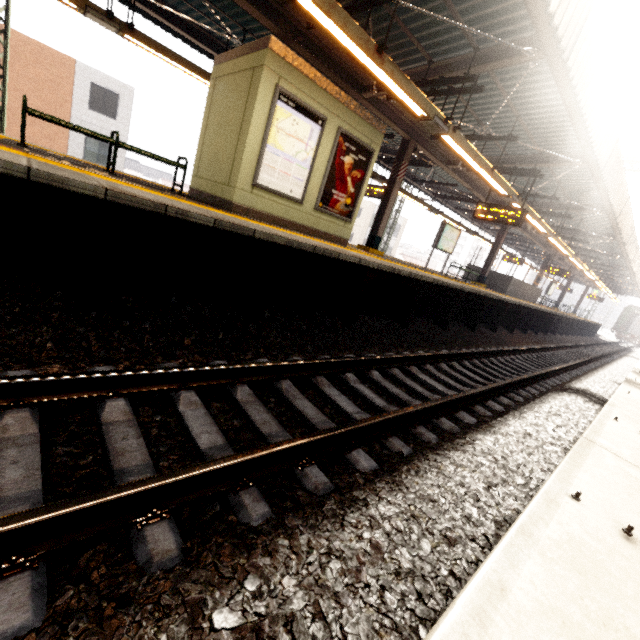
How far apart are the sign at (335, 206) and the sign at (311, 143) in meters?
0.3 m

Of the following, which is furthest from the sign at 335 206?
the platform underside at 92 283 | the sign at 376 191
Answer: the sign at 376 191

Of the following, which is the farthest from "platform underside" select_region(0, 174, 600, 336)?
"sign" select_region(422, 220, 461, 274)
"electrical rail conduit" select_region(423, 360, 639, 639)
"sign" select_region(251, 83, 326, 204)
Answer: "electrical rail conduit" select_region(423, 360, 639, 639)

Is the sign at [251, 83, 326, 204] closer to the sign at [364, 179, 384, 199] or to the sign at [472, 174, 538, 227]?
the sign at [472, 174, 538, 227]

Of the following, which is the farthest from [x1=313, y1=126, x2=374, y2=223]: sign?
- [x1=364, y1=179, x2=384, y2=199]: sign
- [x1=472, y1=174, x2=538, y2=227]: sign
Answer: [x1=364, y1=179, x2=384, y2=199]: sign

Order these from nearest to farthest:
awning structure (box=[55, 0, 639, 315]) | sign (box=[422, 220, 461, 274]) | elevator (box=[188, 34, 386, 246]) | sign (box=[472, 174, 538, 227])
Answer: awning structure (box=[55, 0, 639, 315]), elevator (box=[188, 34, 386, 246]), sign (box=[472, 174, 538, 227]), sign (box=[422, 220, 461, 274])

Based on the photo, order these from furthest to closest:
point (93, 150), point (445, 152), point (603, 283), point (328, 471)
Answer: point (603, 283)
point (93, 150)
point (445, 152)
point (328, 471)

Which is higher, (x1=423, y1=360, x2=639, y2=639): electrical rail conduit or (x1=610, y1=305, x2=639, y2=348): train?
(x1=610, y1=305, x2=639, y2=348): train
